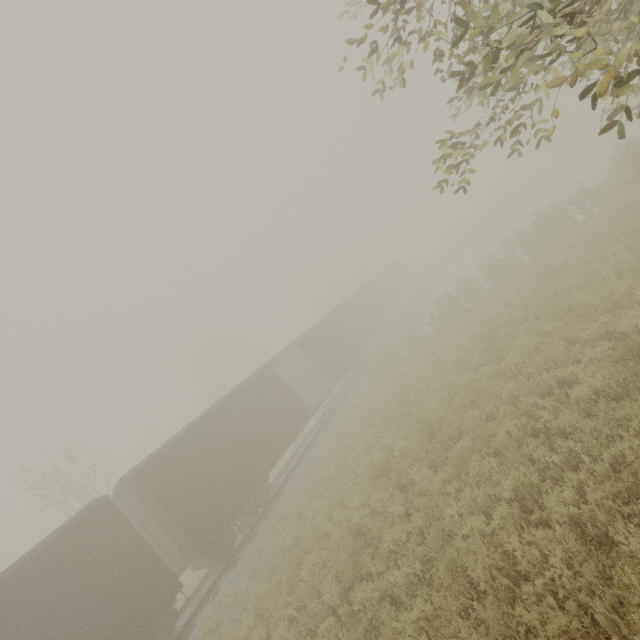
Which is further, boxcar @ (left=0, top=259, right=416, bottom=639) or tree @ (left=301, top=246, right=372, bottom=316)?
tree @ (left=301, top=246, right=372, bottom=316)

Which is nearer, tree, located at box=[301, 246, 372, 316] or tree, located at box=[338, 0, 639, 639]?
tree, located at box=[338, 0, 639, 639]

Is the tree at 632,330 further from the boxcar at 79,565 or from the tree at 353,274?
the tree at 353,274

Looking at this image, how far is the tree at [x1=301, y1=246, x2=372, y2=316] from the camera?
45.34m

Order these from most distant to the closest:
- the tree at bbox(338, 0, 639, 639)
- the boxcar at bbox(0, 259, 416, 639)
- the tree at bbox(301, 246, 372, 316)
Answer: the tree at bbox(301, 246, 372, 316) < the boxcar at bbox(0, 259, 416, 639) < the tree at bbox(338, 0, 639, 639)

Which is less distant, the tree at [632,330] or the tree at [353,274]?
the tree at [632,330]

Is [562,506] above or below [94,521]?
below

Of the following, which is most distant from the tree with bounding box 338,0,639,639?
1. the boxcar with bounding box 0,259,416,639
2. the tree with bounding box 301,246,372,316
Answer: the tree with bounding box 301,246,372,316
